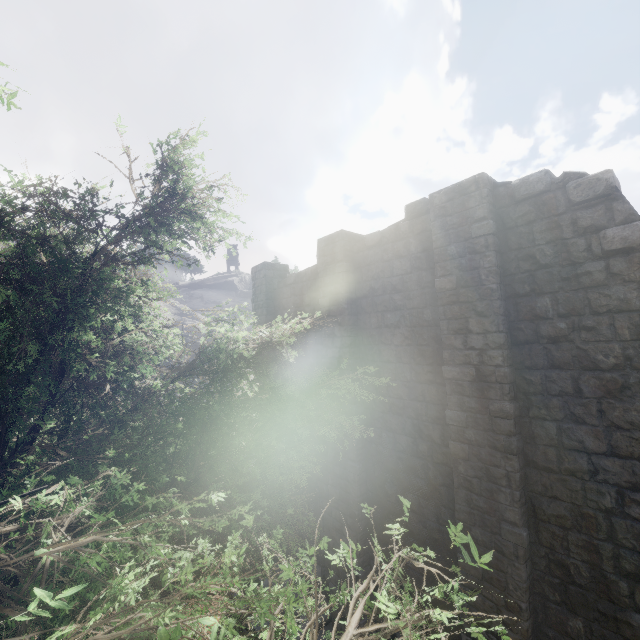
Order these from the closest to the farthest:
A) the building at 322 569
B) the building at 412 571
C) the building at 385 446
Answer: the building at 385 446 < the building at 412 571 < the building at 322 569

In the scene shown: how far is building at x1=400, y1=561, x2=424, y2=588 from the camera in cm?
798

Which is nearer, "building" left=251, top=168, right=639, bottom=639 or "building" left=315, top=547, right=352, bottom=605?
"building" left=251, top=168, right=639, bottom=639

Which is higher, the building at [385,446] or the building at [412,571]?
the building at [385,446]

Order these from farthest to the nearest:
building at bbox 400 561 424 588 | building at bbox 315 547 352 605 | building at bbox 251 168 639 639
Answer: building at bbox 315 547 352 605, building at bbox 400 561 424 588, building at bbox 251 168 639 639

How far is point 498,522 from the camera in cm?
627
